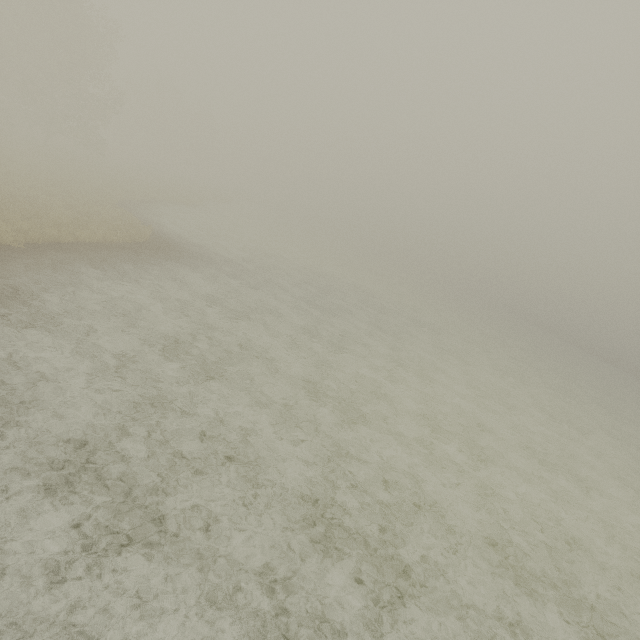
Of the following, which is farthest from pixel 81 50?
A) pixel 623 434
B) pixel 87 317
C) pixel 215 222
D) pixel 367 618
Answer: pixel 623 434
